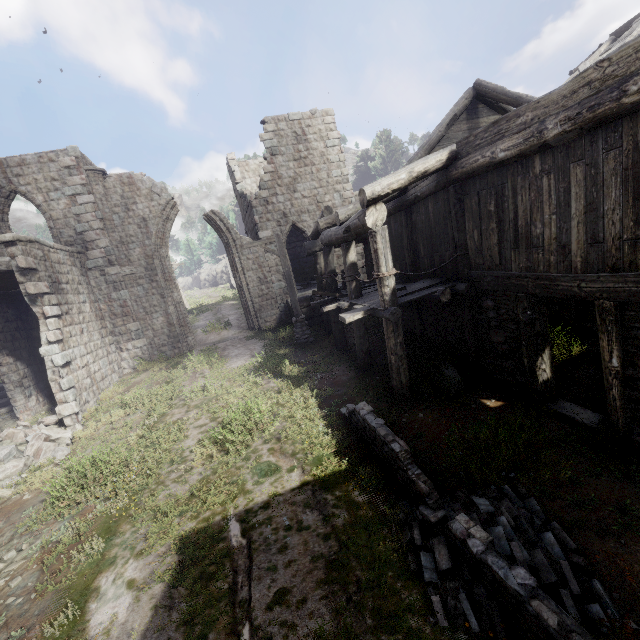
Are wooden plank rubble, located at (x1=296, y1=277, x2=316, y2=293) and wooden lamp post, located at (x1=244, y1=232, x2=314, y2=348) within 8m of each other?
yes

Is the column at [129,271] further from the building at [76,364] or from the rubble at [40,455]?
the rubble at [40,455]

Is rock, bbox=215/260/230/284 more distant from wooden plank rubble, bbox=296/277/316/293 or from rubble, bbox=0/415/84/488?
rubble, bbox=0/415/84/488

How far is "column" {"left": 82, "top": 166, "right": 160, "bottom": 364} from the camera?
15.2m

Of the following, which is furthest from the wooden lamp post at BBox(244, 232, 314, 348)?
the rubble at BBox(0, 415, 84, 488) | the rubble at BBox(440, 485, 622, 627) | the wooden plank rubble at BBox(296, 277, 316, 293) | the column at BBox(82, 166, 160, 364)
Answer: the rubble at BBox(440, 485, 622, 627)

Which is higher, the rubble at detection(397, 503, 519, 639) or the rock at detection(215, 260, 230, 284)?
the rock at detection(215, 260, 230, 284)

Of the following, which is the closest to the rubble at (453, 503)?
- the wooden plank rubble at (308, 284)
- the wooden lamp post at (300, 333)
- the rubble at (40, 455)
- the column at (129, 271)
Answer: the wooden lamp post at (300, 333)

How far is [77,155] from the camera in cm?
1469
